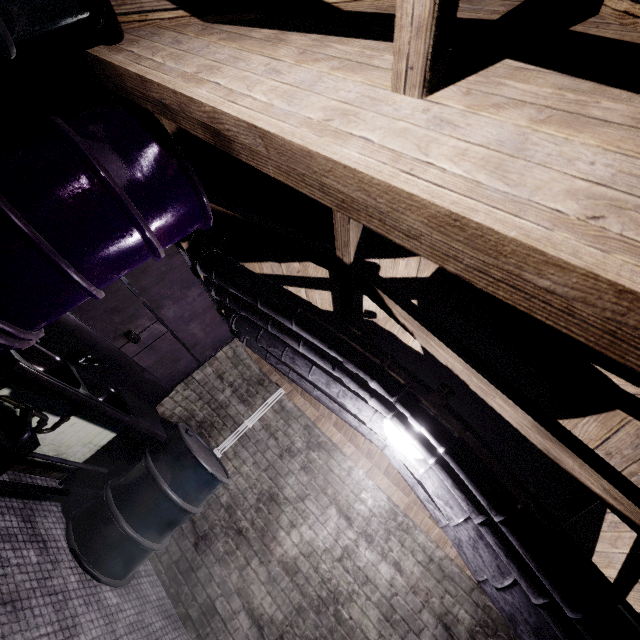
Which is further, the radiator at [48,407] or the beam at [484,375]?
the radiator at [48,407]

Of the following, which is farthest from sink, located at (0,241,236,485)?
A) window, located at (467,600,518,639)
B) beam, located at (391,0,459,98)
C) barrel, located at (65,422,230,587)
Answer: window, located at (467,600,518,639)

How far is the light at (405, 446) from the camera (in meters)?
1.91

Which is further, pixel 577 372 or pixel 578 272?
pixel 577 372

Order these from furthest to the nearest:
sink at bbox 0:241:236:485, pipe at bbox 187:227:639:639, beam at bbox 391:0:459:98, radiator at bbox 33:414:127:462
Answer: radiator at bbox 33:414:127:462 < sink at bbox 0:241:236:485 < pipe at bbox 187:227:639:639 < beam at bbox 391:0:459:98

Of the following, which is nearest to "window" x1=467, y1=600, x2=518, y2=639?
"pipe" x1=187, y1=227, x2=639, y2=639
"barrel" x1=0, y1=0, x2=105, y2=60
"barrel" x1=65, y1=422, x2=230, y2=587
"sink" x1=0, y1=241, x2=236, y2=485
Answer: "pipe" x1=187, y1=227, x2=639, y2=639

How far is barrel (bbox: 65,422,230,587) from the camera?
2.4 meters

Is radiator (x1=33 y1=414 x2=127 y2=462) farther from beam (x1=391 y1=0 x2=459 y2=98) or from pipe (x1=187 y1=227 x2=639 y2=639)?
beam (x1=391 y1=0 x2=459 y2=98)
